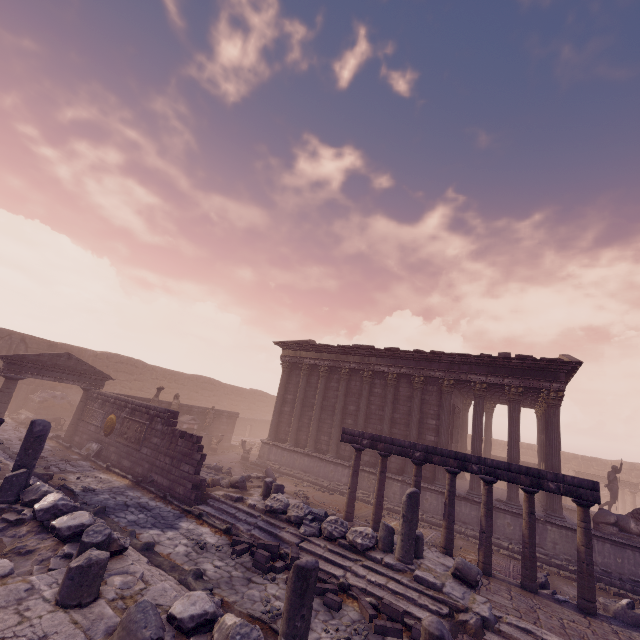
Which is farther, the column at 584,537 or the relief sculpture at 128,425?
the relief sculpture at 128,425

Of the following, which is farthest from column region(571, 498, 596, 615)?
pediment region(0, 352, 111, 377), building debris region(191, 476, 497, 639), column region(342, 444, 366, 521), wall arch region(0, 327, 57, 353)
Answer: wall arch region(0, 327, 57, 353)

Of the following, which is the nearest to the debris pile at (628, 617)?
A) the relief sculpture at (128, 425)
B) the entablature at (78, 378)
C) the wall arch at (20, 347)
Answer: the relief sculpture at (128, 425)

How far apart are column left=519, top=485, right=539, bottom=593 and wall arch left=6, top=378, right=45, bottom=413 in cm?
2739

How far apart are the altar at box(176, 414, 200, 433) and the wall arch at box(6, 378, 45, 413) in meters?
9.5

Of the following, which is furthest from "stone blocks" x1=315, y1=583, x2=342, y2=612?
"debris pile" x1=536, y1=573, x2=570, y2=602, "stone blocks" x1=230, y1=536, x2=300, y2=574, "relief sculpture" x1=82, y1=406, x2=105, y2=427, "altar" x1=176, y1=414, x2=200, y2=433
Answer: "altar" x1=176, y1=414, x2=200, y2=433

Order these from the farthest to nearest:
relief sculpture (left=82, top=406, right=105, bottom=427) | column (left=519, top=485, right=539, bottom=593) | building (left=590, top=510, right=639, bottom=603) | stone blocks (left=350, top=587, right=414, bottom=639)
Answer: relief sculpture (left=82, top=406, right=105, bottom=427) → building (left=590, top=510, right=639, bottom=603) → column (left=519, top=485, right=539, bottom=593) → stone blocks (left=350, top=587, right=414, bottom=639)

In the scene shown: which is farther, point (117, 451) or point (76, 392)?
point (76, 392)
